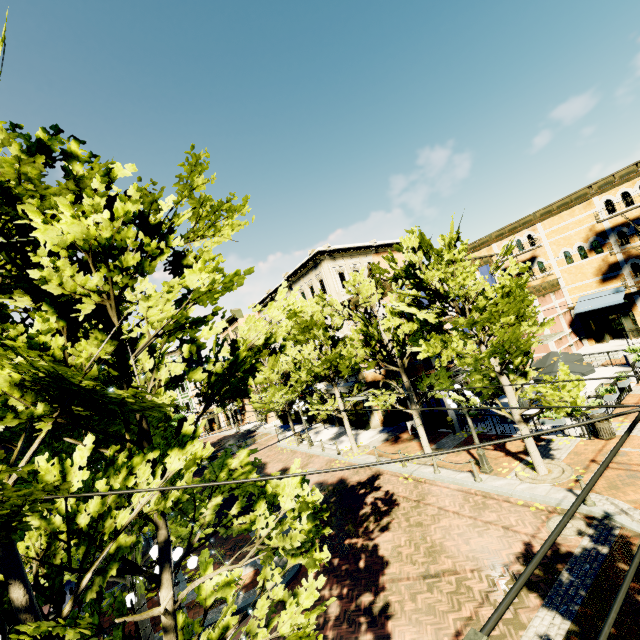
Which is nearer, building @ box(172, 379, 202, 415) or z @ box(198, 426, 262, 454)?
z @ box(198, 426, 262, 454)

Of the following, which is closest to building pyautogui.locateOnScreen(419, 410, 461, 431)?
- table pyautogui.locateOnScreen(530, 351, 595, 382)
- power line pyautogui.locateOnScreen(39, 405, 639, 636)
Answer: table pyautogui.locateOnScreen(530, 351, 595, 382)

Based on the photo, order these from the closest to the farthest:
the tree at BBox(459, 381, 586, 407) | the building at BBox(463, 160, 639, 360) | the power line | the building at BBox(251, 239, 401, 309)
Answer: the power line < the tree at BBox(459, 381, 586, 407) < the building at BBox(463, 160, 639, 360) < the building at BBox(251, 239, 401, 309)

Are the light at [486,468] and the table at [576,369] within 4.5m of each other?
no

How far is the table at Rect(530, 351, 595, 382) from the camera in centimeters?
1540cm

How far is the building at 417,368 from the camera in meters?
19.6

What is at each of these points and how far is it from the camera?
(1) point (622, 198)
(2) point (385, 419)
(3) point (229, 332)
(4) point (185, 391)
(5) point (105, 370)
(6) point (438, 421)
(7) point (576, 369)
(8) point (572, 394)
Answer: (1) building, 23.0m
(2) building, 23.7m
(3) building, 46.4m
(4) building, 51.1m
(5) tree, 6.7m
(6) building, 19.6m
(7) table, 15.6m
(8) tree, 10.0m

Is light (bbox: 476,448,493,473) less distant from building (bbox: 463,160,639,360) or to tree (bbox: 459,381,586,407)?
tree (bbox: 459,381,586,407)
